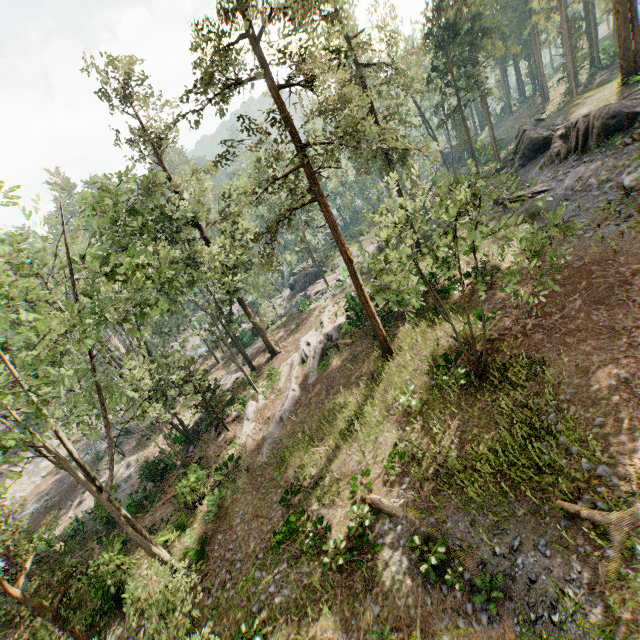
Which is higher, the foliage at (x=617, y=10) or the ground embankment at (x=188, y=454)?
the foliage at (x=617, y=10)

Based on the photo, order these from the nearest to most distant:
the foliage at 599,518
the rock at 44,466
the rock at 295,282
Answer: the foliage at 599,518 → the rock at 44,466 → the rock at 295,282

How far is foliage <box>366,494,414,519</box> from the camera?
12.67m

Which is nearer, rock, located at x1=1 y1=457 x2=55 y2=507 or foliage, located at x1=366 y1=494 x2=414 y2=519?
foliage, located at x1=366 y1=494 x2=414 y2=519

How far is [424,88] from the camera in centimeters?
4581cm

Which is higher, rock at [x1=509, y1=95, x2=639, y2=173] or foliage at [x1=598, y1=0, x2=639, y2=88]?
foliage at [x1=598, y1=0, x2=639, y2=88]

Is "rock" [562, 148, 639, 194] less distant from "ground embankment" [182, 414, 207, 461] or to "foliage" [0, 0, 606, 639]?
"foliage" [0, 0, 606, 639]

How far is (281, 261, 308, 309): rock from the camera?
50.1m
